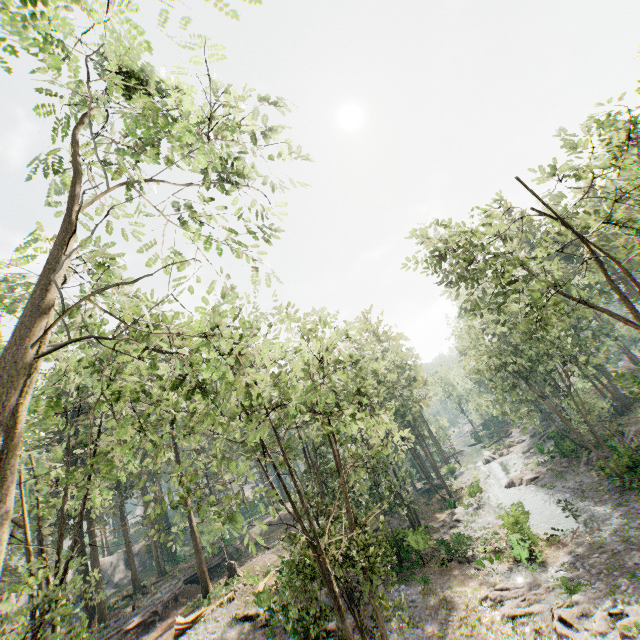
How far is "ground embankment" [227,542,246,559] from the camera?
39.3 meters

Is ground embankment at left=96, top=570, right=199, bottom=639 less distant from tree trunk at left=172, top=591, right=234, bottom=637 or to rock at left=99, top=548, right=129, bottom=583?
tree trunk at left=172, top=591, right=234, bottom=637

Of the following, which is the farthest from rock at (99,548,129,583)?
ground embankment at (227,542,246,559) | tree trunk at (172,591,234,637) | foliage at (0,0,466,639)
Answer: tree trunk at (172,591,234,637)

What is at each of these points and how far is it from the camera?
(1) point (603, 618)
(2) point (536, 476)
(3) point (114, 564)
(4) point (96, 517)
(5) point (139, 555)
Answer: (1) foliage, 14.9 meters
(2) foliage, 35.5 meters
(3) rock, 46.5 meters
(4) foliage, 34.5 meters
(5) rock, 49.2 meters

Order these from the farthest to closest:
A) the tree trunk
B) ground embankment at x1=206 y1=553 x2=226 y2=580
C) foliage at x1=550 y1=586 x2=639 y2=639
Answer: ground embankment at x1=206 y1=553 x2=226 y2=580 → the tree trunk → foliage at x1=550 y1=586 x2=639 y2=639

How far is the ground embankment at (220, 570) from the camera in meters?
35.8

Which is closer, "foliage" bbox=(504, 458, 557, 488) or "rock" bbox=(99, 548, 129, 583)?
"foliage" bbox=(504, 458, 557, 488)

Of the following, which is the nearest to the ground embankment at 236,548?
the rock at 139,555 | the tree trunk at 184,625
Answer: the tree trunk at 184,625
